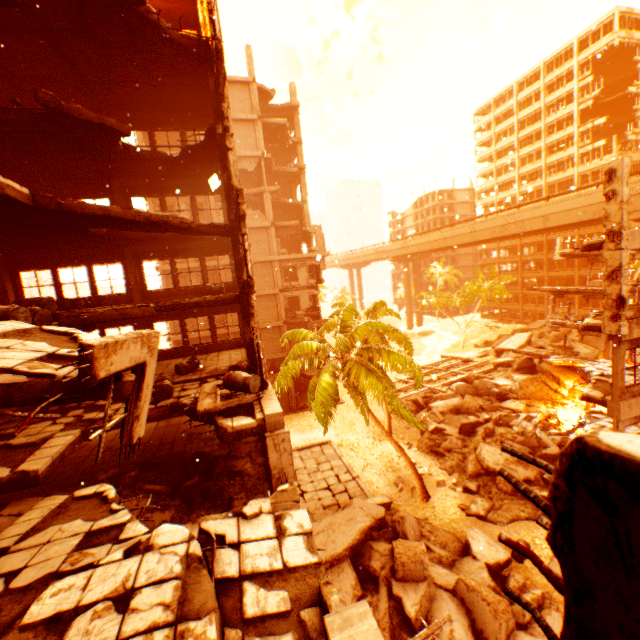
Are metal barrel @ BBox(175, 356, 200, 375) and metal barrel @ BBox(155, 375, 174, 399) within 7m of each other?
yes

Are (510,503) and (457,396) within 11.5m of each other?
no

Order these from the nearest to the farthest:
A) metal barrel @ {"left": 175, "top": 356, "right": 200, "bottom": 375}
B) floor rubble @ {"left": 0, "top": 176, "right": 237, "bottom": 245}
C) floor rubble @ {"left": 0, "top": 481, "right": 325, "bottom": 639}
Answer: floor rubble @ {"left": 0, "top": 481, "right": 325, "bottom": 639}
floor rubble @ {"left": 0, "top": 176, "right": 237, "bottom": 245}
metal barrel @ {"left": 175, "top": 356, "right": 200, "bottom": 375}

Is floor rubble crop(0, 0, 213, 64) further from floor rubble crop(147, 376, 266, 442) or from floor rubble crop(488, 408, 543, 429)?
floor rubble crop(488, 408, 543, 429)

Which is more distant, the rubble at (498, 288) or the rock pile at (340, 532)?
the rubble at (498, 288)

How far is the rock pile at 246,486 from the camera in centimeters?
852cm

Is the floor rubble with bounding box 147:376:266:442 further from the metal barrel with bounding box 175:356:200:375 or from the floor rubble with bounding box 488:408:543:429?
the floor rubble with bounding box 488:408:543:429

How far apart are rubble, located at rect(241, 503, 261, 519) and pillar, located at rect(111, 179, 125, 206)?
14.3m
